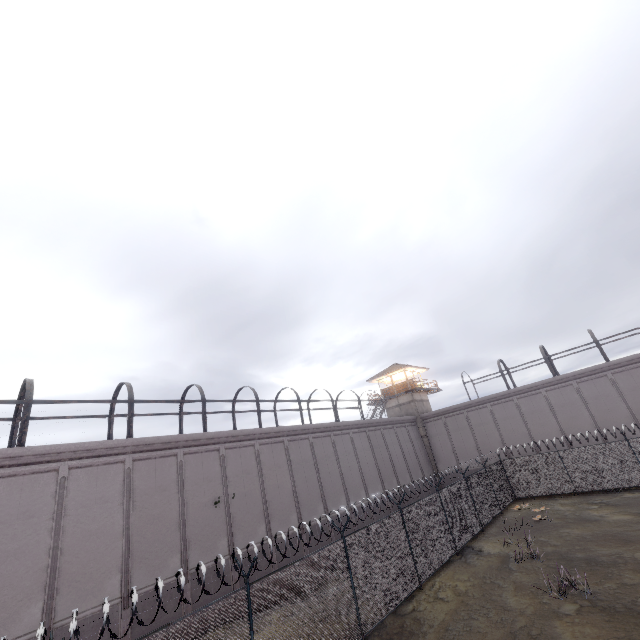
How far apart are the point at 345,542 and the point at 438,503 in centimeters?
764cm

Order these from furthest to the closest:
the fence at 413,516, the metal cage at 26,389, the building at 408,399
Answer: the building at 408,399, the metal cage at 26,389, the fence at 413,516

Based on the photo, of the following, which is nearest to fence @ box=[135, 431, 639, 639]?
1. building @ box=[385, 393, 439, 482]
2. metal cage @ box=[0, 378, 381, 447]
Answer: metal cage @ box=[0, 378, 381, 447]

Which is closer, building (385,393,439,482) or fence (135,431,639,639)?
fence (135,431,639,639)

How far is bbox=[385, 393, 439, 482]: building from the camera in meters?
35.4

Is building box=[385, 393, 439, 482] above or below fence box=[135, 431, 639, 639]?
above

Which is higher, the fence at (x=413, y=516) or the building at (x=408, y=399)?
the building at (x=408, y=399)
